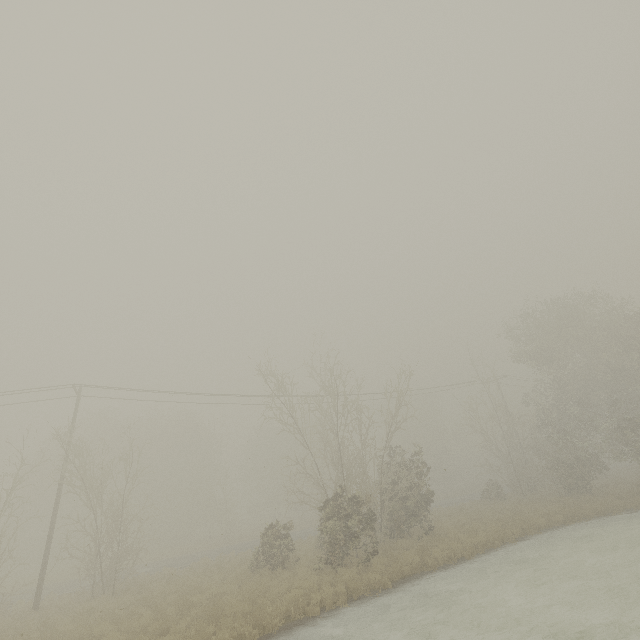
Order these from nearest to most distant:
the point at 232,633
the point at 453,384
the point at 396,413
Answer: the point at 232,633
the point at 396,413
the point at 453,384
